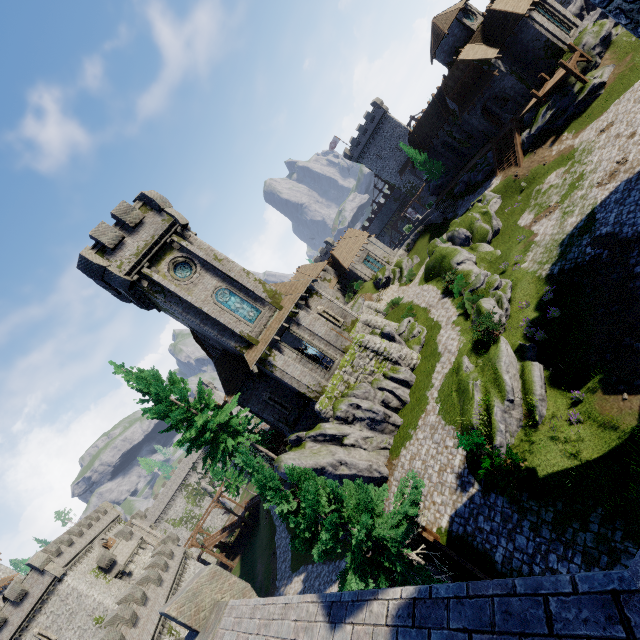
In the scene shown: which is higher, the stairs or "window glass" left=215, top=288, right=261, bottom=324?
"window glass" left=215, top=288, right=261, bottom=324

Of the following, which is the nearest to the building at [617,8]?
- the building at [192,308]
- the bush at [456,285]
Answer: the bush at [456,285]

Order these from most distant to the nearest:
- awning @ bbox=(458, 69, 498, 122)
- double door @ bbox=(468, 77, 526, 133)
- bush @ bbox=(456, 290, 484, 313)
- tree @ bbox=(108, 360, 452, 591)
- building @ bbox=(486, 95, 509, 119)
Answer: building @ bbox=(486, 95, 509, 119) → double door @ bbox=(468, 77, 526, 133) → awning @ bbox=(458, 69, 498, 122) → bush @ bbox=(456, 290, 484, 313) → tree @ bbox=(108, 360, 452, 591)

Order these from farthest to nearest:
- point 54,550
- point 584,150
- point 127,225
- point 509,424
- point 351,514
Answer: point 54,550, point 584,150, point 127,225, point 509,424, point 351,514

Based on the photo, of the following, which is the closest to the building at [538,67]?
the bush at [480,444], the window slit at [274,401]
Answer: the bush at [480,444]

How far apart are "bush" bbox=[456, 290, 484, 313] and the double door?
26.29m

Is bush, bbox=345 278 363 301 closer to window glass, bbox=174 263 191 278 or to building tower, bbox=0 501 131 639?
window glass, bbox=174 263 191 278

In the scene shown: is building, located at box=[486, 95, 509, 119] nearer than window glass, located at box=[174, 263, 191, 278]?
No
